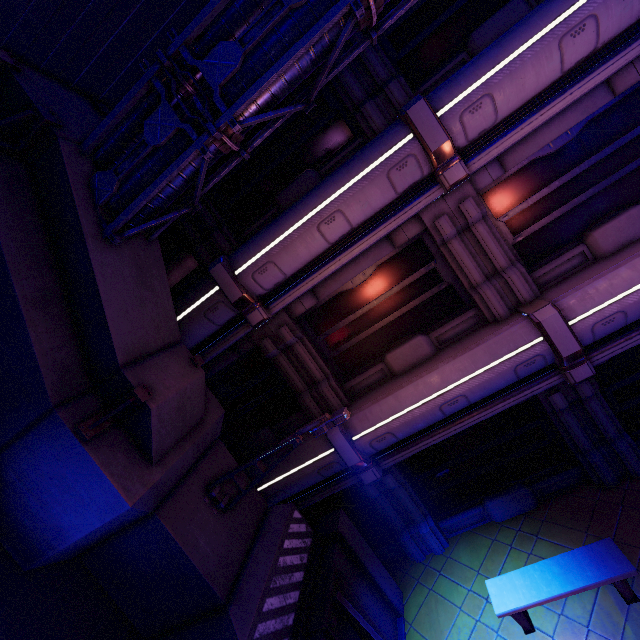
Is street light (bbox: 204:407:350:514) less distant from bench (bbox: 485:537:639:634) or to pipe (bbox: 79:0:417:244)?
pipe (bbox: 79:0:417:244)

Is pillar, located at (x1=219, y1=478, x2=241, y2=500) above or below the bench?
above

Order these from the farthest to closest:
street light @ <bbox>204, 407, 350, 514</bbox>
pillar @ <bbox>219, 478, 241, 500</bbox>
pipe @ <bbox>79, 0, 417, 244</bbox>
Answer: pillar @ <bbox>219, 478, 241, 500</bbox> → street light @ <bbox>204, 407, 350, 514</bbox> → pipe @ <bbox>79, 0, 417, 244</bbox>

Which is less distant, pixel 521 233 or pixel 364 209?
pixel 364 209

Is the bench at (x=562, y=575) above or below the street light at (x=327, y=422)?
below

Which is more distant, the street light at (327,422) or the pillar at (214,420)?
the street light at (327,422)

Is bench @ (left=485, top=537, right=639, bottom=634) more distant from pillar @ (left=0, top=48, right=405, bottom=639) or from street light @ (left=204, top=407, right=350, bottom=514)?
street light @ (left=204, top=407, right=350, bottom=514)

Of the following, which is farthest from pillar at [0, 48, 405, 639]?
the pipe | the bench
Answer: the bench
